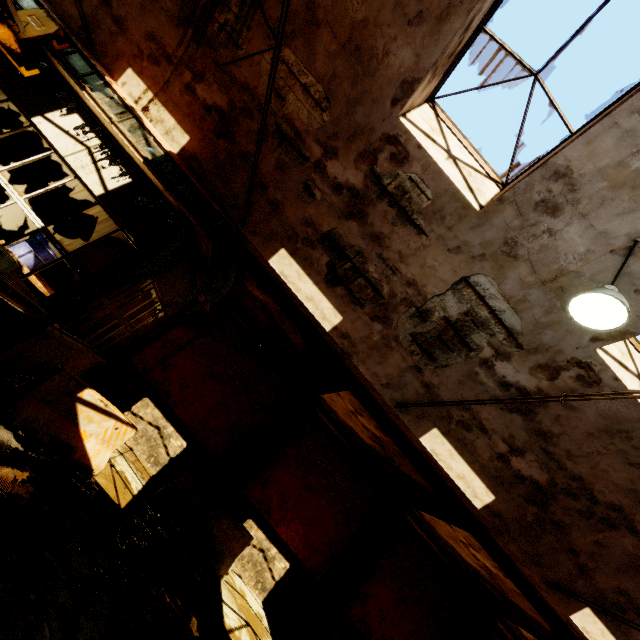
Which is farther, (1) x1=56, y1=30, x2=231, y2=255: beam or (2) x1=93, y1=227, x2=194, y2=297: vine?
(1) x1=56, y1=30, x2=231, y2=255: beam

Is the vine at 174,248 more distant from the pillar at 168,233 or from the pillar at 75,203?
the pillar at 75,203

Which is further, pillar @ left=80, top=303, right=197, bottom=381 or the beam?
pillar @ left=80, top=303, right=197, bottom=381

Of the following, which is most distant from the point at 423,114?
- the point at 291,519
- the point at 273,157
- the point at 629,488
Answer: the point at 291,519

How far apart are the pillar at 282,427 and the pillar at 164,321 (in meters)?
4.64

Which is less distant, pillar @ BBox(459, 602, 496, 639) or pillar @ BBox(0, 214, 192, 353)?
pillar @ BBox(0, 214, 192, 353)

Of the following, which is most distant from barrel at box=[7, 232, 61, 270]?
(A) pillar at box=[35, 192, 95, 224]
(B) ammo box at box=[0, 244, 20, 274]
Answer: (B) ammo box at box=[0, 244, 20, 274]

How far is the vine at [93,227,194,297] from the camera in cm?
592
